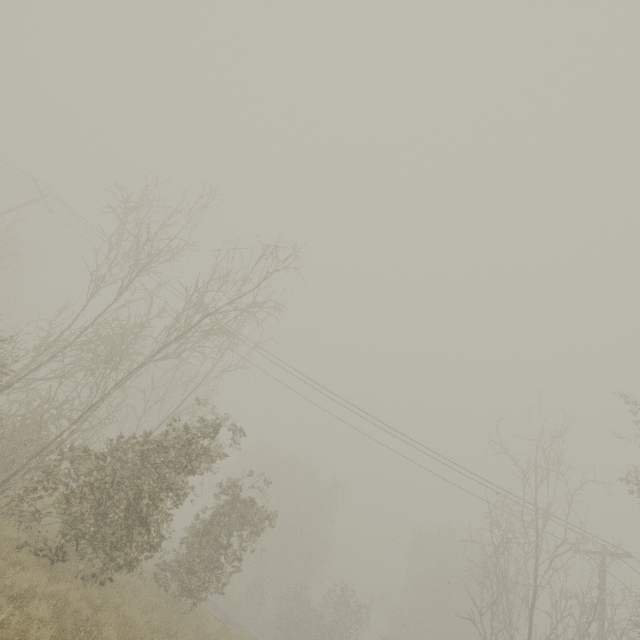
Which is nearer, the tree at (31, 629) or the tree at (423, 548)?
the tree at (31, 629)

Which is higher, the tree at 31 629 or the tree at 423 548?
the tree at 423 548

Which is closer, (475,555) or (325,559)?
(475,555)

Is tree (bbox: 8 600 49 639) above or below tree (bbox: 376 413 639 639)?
below

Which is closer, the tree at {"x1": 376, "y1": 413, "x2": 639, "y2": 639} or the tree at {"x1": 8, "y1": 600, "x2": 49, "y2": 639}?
the tree at {"x1": 8, "y1": 600, "x2": 49, "y2": 639}
